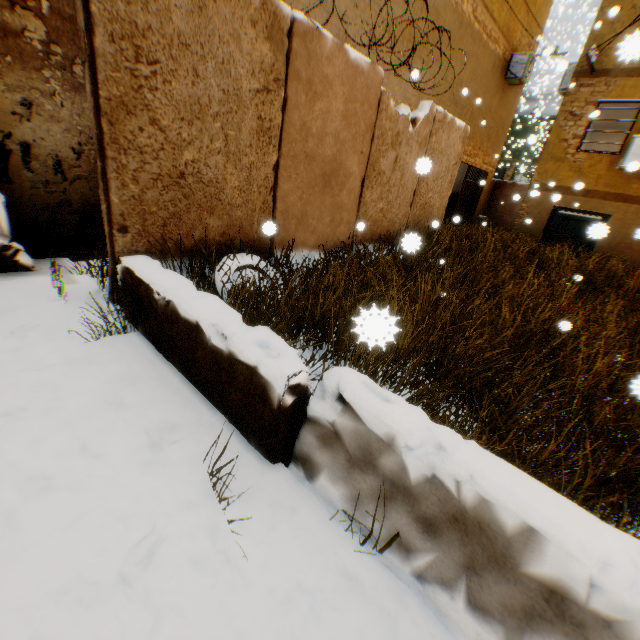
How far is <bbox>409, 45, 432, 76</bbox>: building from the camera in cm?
841

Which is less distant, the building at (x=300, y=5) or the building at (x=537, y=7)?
the building at (x=300, y=5)

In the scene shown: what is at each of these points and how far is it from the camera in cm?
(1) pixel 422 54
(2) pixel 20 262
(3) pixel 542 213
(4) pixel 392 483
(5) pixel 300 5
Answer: (1) building, 863
(2) trash bag, 380
(3) building, 1121
(4) concrete block, 155
(5) building, 571

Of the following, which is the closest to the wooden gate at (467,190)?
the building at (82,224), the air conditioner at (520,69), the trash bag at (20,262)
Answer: the building at (82,224)

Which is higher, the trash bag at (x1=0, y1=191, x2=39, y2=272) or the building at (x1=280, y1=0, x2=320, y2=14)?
the building at (x1=280, y1=0, x2=320, y2=14)

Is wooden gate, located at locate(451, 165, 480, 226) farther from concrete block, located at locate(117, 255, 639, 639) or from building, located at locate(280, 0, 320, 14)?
concrete block, located at locate(117, 255, 639, 639)

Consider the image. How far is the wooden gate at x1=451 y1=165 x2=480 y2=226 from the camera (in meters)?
14.65

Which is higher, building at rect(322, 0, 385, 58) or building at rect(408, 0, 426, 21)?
building at rect(408, 0, 426, 21)
